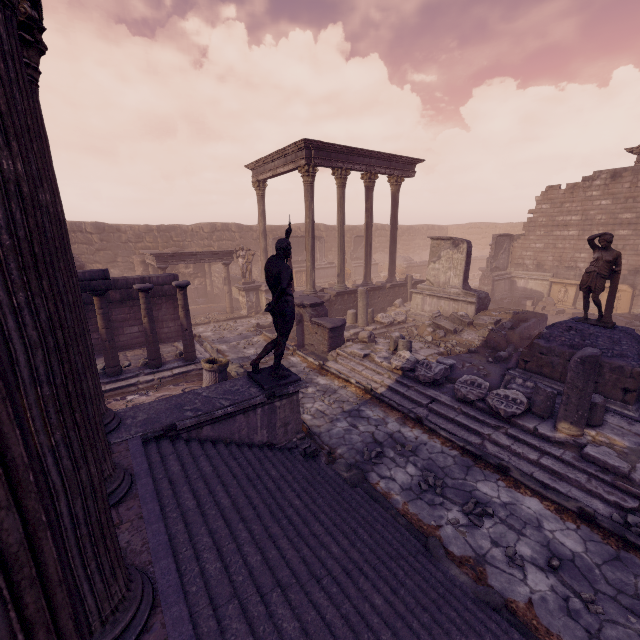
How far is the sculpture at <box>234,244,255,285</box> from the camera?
17.7 meters

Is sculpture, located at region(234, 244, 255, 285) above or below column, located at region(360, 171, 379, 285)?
below

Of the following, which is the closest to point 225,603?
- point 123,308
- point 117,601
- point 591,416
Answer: point 117,601

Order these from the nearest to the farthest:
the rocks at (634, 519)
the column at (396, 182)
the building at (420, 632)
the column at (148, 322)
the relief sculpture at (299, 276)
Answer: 1. the building at (420, 632)
2. the rocks at (634, 519)
3. the column at (148, 322)
4. the column at (396, 182)
5. the relief sculpture at (299, 276)

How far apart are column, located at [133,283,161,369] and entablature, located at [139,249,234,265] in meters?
6.9 m

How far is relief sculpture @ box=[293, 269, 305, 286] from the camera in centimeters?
2366cm

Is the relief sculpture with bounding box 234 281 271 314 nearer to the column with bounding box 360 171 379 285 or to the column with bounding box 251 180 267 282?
the column with bounding box 251 180 267 282

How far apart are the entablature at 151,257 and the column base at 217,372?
9.3m
